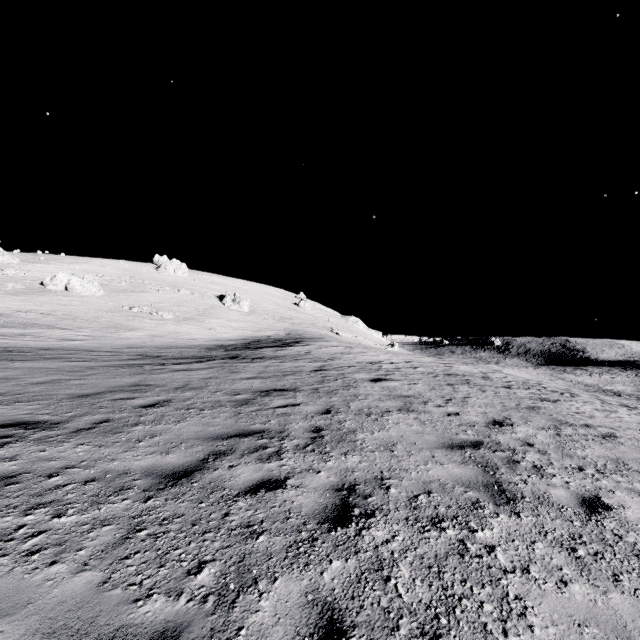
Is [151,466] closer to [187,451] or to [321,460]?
[187,451]

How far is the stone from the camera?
44.66m

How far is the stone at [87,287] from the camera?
44.66m
